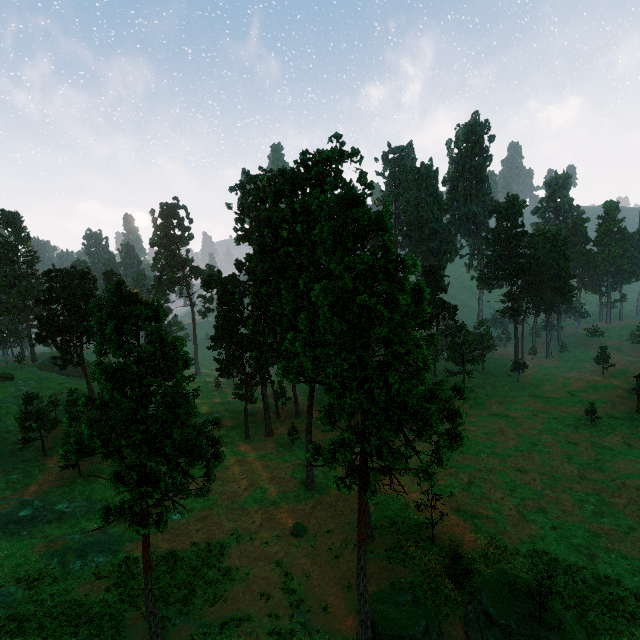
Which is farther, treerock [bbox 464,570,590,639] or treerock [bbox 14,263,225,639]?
treerock [bbox 464,570,590,639]

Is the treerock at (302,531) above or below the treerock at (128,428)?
below

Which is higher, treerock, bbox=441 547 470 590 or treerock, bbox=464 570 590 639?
treerock, bbox=441 547 470 590

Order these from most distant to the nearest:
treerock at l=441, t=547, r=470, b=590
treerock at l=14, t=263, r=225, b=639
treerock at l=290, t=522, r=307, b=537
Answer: treerock at l=290, t=522, r=307, b=537 → treerock at l=441, t=547, r=470, b=590 → treerock at l=14, t=263, r=225, b=639

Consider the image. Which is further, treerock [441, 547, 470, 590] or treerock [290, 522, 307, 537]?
treerock [290, 522, 307, 537]

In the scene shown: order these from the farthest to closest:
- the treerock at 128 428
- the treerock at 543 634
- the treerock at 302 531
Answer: the treerock at 302 531 < the treerock at 543 634 < the treerock at 128 428

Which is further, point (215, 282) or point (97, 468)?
point (215, 282)
